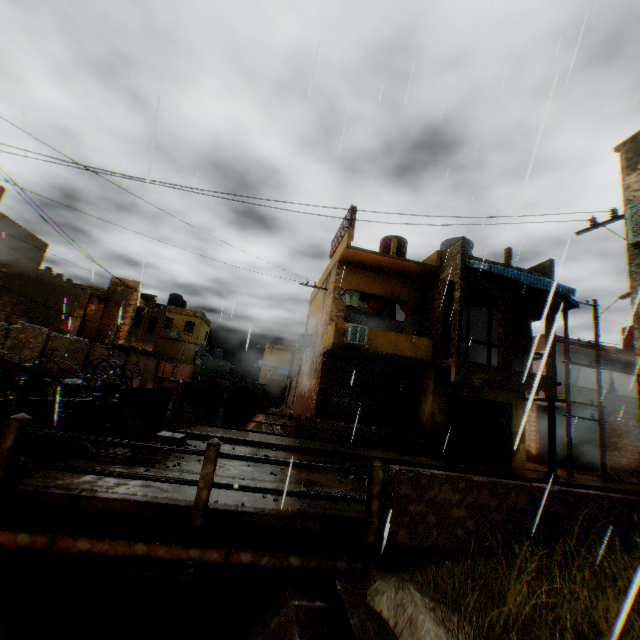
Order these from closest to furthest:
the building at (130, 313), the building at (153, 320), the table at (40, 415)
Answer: the table at (40, 415) < the building at (130, 313) < the building at (153, 320)

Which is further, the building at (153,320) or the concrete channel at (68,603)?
the building at (153,320)

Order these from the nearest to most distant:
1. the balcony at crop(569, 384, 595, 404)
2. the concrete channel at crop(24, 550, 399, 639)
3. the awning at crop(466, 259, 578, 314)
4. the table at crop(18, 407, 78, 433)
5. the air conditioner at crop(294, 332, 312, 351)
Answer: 1. the concrete channel at crop(24, 550, 399, 639)
2. the table at crop(18, 407, 78, 433)
3. the awning at crop(466, 259, 578, 314)
4. the balcony at crop(569, 384, 595, 404)
5. the air conditioner at crop(294, 332, 312, 351)

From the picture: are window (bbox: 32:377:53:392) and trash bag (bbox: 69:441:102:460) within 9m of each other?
yes

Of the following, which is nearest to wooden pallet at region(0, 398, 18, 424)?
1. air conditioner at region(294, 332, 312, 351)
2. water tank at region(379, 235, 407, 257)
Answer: air conditioner at region(294, 332, 312, 351)

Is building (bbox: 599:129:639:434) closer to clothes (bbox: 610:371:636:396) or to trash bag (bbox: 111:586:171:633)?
clothes (bbox: 610:371:636:396)

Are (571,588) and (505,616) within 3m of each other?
yes

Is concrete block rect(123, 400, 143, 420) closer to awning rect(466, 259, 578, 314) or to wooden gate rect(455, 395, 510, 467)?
awning rect(466, 259, 578, 314)
